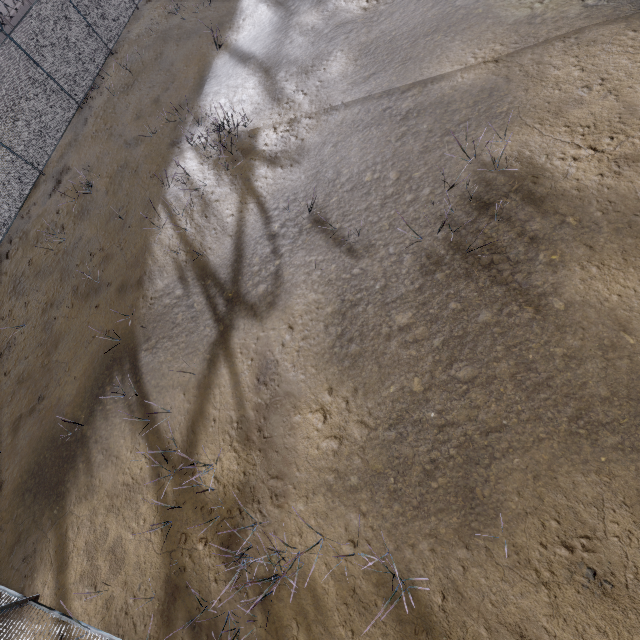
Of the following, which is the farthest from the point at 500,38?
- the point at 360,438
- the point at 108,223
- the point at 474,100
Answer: the point at 108,223
